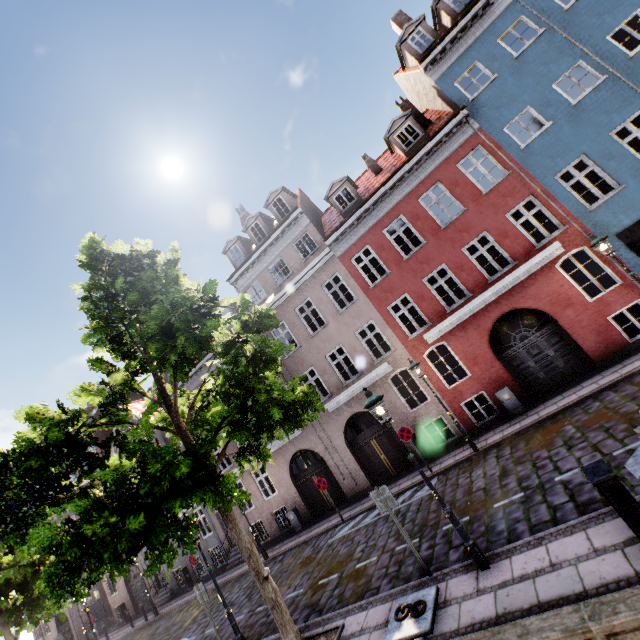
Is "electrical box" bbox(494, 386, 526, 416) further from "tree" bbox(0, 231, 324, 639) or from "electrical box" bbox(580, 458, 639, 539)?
"electrical box" bbox(580, 458, 639, 539)

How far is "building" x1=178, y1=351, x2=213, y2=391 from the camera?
19.6m

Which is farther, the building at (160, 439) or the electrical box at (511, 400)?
the building at (160, 439)

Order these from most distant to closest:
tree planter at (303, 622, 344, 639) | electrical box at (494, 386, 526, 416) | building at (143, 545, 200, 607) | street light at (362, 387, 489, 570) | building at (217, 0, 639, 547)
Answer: building at (143, 545, 200, 607)
electrical box at (494, 386, 526, 416)
building at (217, 0, 639, 547)
tree planter at (303, 622, 344, 639)
street light at (362, 387, 489, 570)

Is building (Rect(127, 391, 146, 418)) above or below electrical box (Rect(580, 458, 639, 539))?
above

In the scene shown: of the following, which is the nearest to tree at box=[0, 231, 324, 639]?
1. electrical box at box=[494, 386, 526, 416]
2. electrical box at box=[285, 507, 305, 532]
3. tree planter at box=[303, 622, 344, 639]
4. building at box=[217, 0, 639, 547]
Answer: tree planter at box=[303, 622, 344, 639]

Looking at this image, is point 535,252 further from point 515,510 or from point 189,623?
point 189,623

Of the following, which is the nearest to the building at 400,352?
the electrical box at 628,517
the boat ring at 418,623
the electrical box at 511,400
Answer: the electrical box at 511,400
